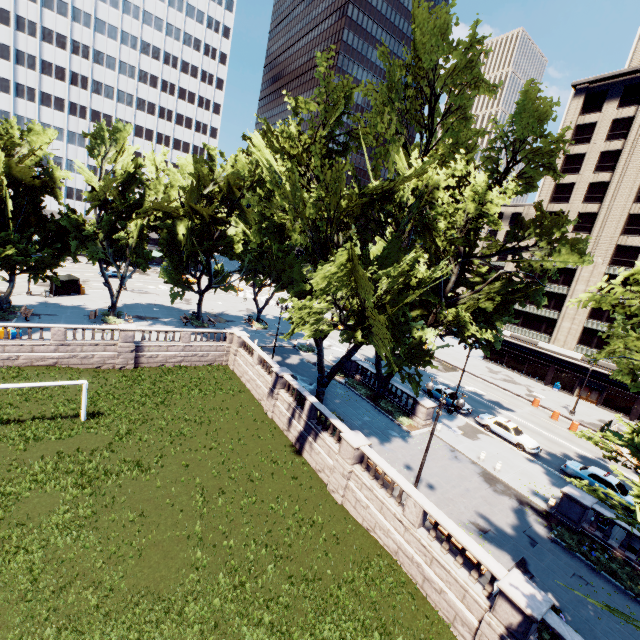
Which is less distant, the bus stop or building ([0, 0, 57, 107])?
the bus stop

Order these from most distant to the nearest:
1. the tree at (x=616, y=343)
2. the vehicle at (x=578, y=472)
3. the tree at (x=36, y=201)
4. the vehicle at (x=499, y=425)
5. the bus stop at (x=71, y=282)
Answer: the bus stop at (x=71, y=282)
the vehicle at (x=499, y=425)
the vehicle at (x=578, y=472)
the tree at (x=36, y=201)
the tree at (x=616, y=343)

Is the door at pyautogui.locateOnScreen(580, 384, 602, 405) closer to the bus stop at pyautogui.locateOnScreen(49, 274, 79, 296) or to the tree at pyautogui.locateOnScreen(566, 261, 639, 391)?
the tree at pyautogui.locateOnScreen(566, 261, 639, 391)

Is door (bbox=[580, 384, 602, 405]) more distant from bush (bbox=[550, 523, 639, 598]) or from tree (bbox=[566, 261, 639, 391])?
bush (bbox=[550, 523, 639, 598])

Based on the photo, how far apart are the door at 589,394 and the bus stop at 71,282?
71.1m

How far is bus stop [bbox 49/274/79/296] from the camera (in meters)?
40.86

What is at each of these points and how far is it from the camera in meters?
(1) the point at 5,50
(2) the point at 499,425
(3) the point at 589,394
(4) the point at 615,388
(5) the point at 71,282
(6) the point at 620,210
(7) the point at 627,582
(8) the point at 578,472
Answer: (1) building, 58.3
(2) vehicle, 28.9
(3) door, 44.9
(4) building, 42.2
(5) bus stop, 42.6
(6) building, 42.9
(7) bush, 15.8
(8) vehicle, 24.1

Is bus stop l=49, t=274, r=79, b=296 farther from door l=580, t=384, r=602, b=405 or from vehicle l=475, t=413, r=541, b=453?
door l=580, t=384, r=602, b=405
